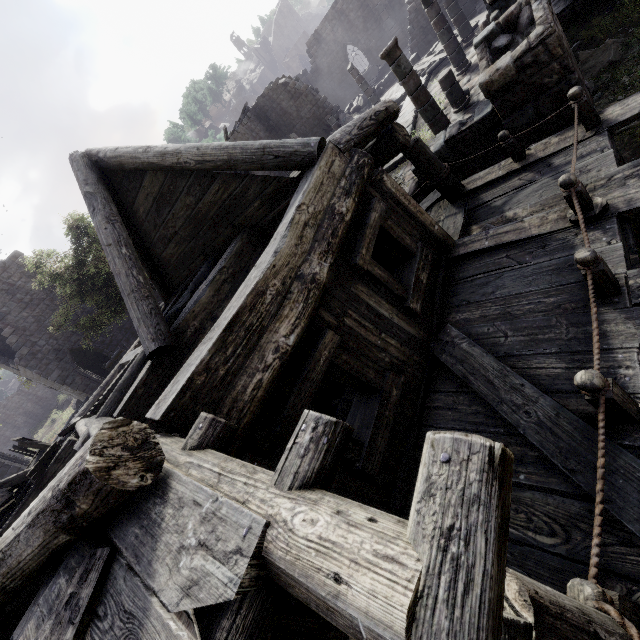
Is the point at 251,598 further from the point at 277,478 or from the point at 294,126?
the point at 294,126

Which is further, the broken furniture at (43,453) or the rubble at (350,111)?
the rubble at (350,111)

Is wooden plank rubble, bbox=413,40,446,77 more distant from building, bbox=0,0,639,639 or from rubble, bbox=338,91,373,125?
rubble, bbox=338,91,373,125

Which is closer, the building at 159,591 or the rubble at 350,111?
the building at 159,591

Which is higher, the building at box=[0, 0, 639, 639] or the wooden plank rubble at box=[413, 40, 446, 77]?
the building at box=[0, 0, 639, 639]

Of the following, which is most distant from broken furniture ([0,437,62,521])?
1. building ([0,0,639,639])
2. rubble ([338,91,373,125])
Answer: rubble ([338,91,373,125])

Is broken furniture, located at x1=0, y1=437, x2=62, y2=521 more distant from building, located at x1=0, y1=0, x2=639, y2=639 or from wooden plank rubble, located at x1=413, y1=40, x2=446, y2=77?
wooden plank rubble, located at x1=413, y1=40, x2=446, y2=77

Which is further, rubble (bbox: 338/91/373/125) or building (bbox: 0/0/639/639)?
rubble (bbox: 338/91/373/125)
